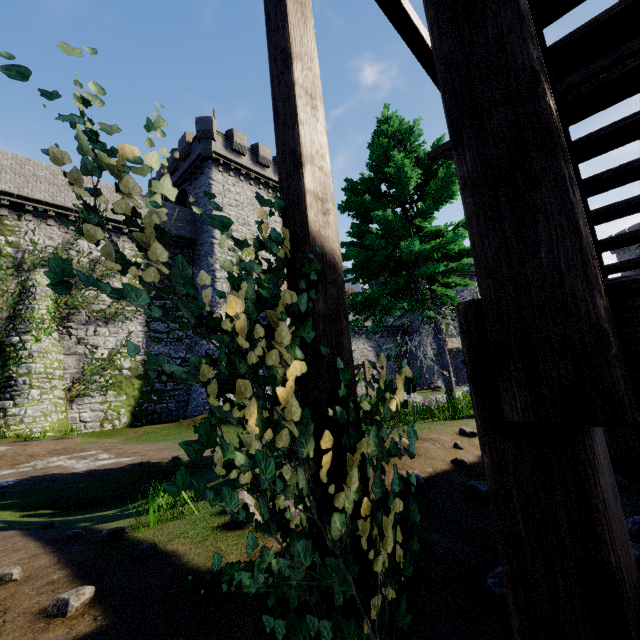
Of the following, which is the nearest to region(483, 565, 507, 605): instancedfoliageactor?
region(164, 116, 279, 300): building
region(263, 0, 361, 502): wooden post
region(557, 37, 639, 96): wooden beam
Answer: region(263, 0, 361, 502): wooden post

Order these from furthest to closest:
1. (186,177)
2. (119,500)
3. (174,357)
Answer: (186,177) < (174,357) < (119,500)

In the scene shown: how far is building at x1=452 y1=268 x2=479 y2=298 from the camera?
41.3 meters

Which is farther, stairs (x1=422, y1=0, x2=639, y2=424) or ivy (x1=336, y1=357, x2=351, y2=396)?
ivy (x1=336, y1=357, x2=351, y2=396)

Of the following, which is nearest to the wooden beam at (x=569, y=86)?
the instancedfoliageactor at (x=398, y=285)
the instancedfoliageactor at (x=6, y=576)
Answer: the instancedfoliageactor at (x=398, y=285)

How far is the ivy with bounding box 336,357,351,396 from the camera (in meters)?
1.73

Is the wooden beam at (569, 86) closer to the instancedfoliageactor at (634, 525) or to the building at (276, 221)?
the instancedfoliageactor at (634, 525)

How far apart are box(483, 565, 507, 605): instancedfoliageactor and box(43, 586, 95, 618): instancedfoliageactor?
2.7m
